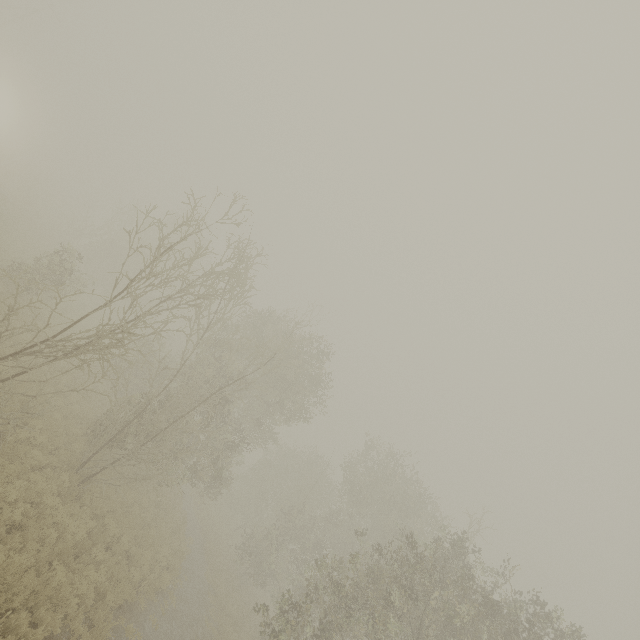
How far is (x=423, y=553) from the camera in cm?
1540
